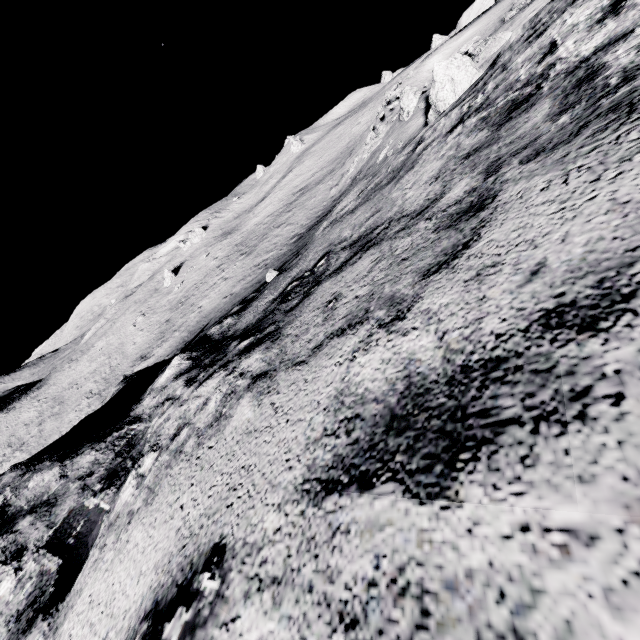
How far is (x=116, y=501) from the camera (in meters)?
3.23
